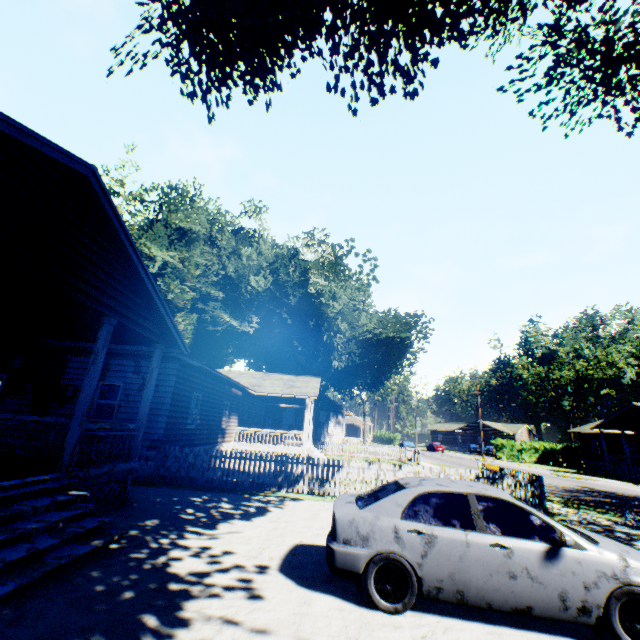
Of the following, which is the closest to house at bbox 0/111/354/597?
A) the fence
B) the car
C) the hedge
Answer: the fence

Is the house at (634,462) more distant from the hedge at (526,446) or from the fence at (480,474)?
the fence at (480,474)

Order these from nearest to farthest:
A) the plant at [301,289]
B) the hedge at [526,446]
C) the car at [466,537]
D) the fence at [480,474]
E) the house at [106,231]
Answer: the car at [466,537]
the house at [106,231]
the fence at [480,474]
the plant at [301,289]
the hedge at [526,446]

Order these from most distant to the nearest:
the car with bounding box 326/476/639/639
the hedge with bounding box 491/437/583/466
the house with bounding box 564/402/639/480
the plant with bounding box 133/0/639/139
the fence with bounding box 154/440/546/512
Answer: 1. the hedge with bounding box 491/437/583/466
2. the house with bounding box 564/402/639/480
3. the fence with bounding box 154/440/546/512
4. the plant with bounding box 133/0/639/139
5. the car with bounding box 326/476/639/639

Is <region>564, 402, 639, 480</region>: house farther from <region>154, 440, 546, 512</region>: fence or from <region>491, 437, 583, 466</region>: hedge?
<region>154, 440, 546, 512</region>: fence

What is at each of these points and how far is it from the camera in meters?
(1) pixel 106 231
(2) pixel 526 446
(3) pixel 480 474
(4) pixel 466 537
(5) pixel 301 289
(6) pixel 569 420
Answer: (1) house, 7.2 m
(2) hedge, 44.5 m
(3) fence, 16.4 m
(4) car, 4.5 m
(5) plant, 29.7 m
(6) plant, 57.6 m

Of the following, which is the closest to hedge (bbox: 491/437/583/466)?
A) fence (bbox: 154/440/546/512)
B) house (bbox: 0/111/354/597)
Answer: house (bbox: 0/111/354/597)

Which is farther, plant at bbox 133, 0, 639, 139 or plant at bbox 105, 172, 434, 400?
plant at bbox 105, 172, 434, 400
